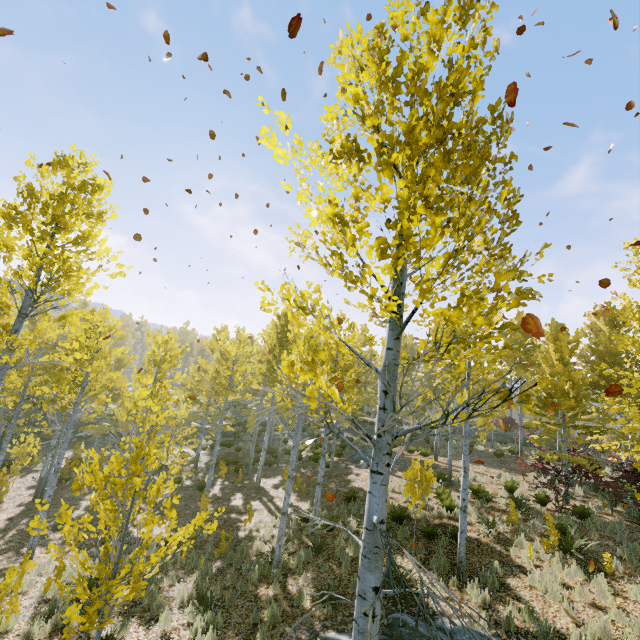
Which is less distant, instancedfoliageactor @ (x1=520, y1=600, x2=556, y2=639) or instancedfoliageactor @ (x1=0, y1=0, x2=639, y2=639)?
instancedfoliageactor @ (x1=0, y1=0, x2=639, y2=639)

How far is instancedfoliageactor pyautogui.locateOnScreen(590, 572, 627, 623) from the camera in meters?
6.6

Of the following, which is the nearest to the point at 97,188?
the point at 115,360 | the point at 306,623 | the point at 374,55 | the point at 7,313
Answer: the point at 7,313

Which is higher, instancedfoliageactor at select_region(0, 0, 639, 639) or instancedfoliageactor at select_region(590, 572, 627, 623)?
instancedfoliageactor at select_region(0, 0, 639, 639)

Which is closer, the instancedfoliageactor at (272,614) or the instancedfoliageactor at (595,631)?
the instancedfoliageactor at (595,631)

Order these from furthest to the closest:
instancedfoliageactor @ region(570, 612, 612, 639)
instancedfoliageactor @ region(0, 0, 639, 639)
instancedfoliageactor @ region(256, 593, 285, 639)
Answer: instancedfoliageactor @ region(256, 593, 285, 639)
instancedfoliageactor @ region(570, 612, 612, 639)
instancedfoliageactor @ region(0, 0, 639, 639)

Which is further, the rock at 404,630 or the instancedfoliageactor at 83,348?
the rock at 404,630
